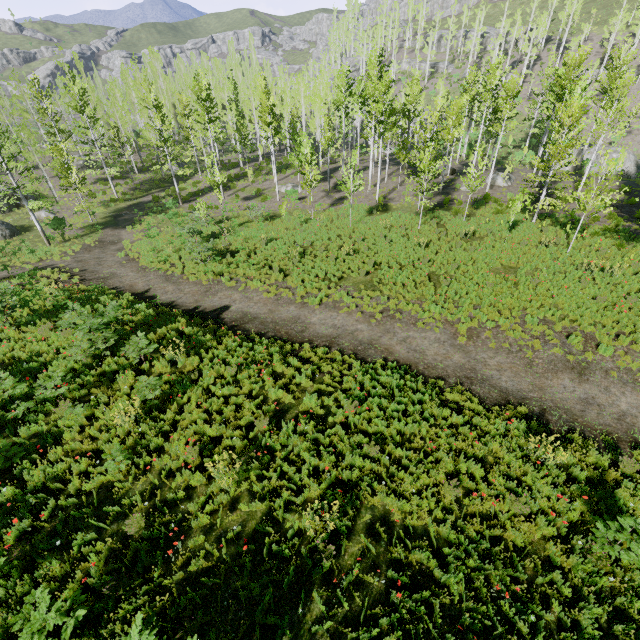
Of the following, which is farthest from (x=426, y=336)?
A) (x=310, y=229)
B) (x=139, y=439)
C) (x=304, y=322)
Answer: (x=310, y=229)

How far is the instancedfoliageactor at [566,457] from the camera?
7.29m

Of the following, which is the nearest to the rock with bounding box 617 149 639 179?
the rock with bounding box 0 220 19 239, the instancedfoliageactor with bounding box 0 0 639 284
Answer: the instancedfoliageactor with bounding box 0 0 639 284

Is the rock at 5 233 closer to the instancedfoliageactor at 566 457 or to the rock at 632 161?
the instancedfoliageactor at 566 457

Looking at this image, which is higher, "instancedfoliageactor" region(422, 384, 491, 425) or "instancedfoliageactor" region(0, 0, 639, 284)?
"instancedfoliageactor" region(0, 0, 639, 284)

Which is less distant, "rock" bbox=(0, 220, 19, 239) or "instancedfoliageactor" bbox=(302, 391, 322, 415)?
"instancedfoliageactor" bbox=(302, 391, 322, 415)

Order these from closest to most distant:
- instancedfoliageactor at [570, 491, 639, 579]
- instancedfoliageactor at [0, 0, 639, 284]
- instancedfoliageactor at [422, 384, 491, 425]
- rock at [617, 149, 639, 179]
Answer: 1. instancedfoliageactor at [570, 491, 639, 579]
2. instancedfoliageactor at [422, 384, 491, 425]
3. instancedfoliageactor at [0, 0, 639, 284]
4. rock at [617, 149, 639, 179]
